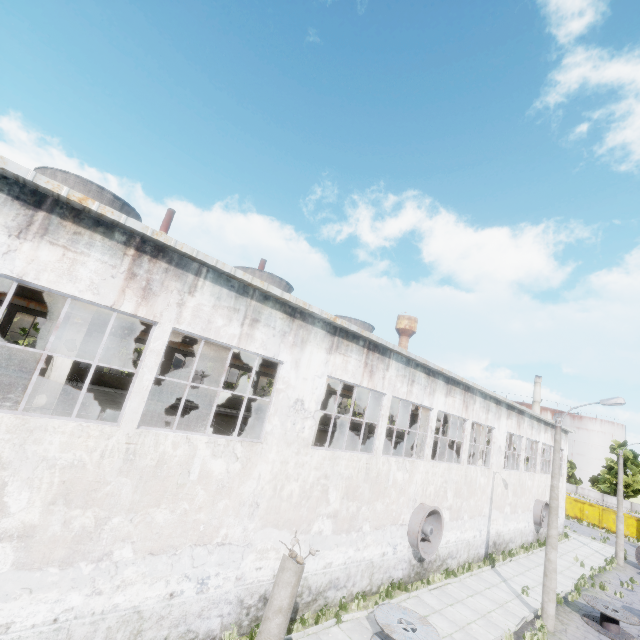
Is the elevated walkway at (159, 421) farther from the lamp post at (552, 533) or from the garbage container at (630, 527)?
the garbage container at (630, 527)

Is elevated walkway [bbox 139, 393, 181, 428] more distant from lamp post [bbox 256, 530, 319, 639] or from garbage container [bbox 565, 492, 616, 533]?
garbage container [bbox 565, 492, 616, 533]

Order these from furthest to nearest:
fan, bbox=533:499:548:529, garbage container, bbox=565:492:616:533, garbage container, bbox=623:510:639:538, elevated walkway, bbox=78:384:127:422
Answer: garbage container, bbox=565:492:616:533 → garbage container, bbox=623:510:639:538 → fan, bbox=533:499:548:529 → elevated walkway, bbox=78:384:127:422

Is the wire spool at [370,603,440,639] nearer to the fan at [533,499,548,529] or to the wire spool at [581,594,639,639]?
the wire spool at [581,594,639,639]

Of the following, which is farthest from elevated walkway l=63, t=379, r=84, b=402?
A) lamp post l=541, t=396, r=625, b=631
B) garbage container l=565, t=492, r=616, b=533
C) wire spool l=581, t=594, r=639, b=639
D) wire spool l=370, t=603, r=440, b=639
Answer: garbage container l=565, t=492, r=616, b=533

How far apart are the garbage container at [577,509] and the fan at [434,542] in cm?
3963

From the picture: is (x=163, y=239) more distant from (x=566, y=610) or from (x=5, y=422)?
(x=566, y=610)

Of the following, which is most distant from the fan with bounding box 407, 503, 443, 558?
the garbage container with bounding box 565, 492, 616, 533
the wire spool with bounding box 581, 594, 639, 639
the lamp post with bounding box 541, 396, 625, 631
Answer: the garbage container with bounding box 565, 492, 616, 533
